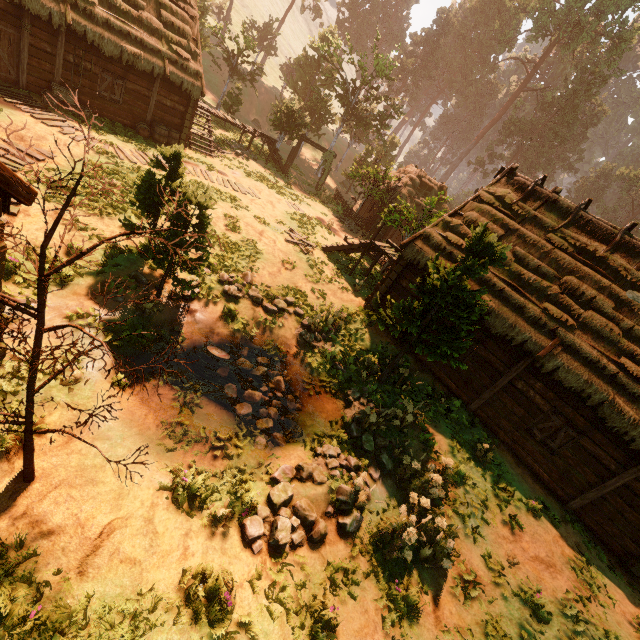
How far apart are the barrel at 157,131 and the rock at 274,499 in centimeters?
1773cm

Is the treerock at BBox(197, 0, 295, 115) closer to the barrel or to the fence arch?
the fence arch

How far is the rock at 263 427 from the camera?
8.80m

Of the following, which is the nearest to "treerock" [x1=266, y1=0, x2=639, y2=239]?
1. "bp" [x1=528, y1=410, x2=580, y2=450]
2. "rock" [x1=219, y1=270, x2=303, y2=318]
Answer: "rock" [x1=219, y1=270, x2=303, y2=318]

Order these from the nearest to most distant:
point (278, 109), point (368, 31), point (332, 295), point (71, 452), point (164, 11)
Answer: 1. point (71, 452)
2. point (332, 295)
3. point (164, 11)
4. point (278, 109)
5. point (368, 31)

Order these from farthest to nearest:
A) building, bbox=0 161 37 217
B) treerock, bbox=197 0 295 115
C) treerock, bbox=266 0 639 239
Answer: treerock, bbox=266 0 639 239 → treerock, bbox=197 0 295 115 → building, bbox=0 161 37 217

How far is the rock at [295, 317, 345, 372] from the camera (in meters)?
11.84

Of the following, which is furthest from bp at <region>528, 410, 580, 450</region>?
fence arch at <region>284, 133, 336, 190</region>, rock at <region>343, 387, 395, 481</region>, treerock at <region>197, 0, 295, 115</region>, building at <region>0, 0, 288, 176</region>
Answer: fence arch at <region>284, 133, 336, 190</region>
